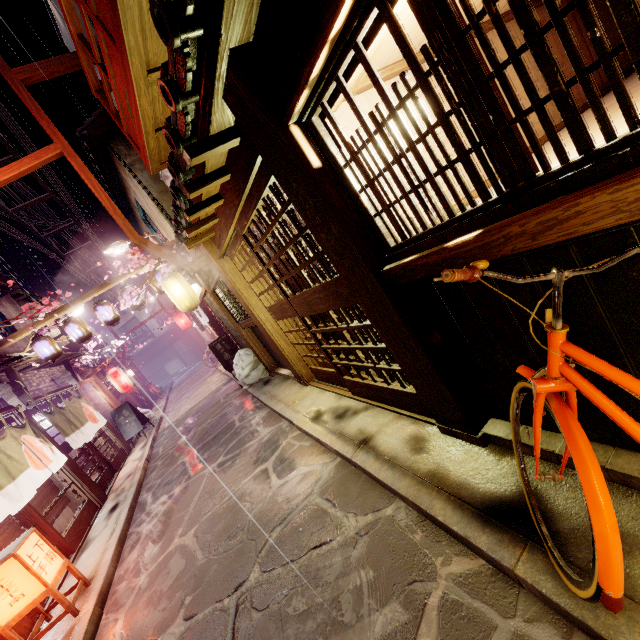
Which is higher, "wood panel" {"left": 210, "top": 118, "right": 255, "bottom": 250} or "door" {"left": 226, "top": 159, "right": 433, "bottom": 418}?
"wood panel" {"left": 210, "top": 118, "right": 255, "bottom": 250}

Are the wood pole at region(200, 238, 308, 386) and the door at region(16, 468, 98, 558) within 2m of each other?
no

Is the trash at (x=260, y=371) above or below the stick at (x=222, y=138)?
below

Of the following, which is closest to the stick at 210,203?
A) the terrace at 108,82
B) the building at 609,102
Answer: the terrace at 108,82

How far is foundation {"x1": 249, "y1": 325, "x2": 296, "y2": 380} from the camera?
13.2m

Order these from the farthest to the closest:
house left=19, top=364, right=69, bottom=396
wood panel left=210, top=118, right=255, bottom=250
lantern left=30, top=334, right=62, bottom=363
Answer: house left=19, top=364, right=69, bottom=396
lantern left=30, top=334, right=62, bottom=363
wood panel left=210, top=118, right=255, bottom=250

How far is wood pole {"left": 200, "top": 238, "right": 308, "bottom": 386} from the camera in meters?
10.2 m

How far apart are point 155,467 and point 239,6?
16.9m
